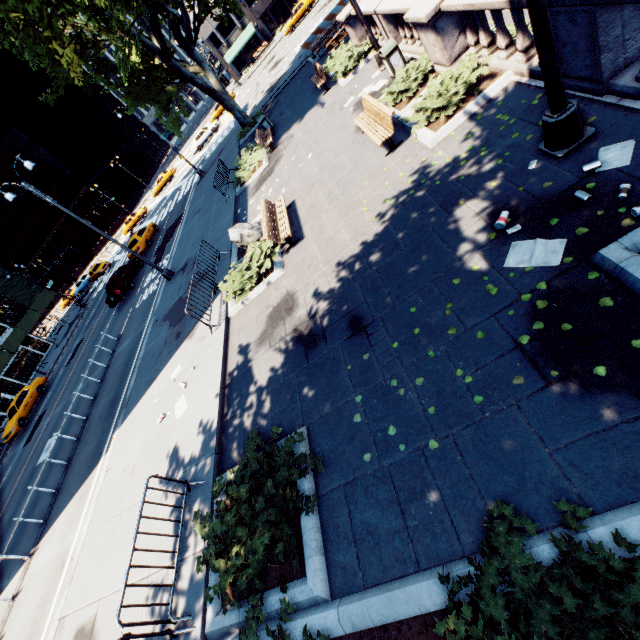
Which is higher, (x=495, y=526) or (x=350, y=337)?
(x=495, y=526)

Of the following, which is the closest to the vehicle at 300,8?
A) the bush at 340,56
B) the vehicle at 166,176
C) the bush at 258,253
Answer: the vehicle at 166,176

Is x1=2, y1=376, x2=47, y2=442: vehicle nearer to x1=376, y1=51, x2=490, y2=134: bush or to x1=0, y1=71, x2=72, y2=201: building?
x1=376, y1=51, x2=490, y2=134: bush

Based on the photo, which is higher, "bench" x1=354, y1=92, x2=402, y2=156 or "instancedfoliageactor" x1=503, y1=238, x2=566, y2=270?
"bench" x1=354, y1=92, x2=402, y2=156

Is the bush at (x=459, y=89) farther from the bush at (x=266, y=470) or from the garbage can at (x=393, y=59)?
the bush at (x=266, y=470)

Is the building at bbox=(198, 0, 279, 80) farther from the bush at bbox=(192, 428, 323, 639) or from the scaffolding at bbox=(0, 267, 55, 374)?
the bush at bbox=(192, 428, 323, 639)

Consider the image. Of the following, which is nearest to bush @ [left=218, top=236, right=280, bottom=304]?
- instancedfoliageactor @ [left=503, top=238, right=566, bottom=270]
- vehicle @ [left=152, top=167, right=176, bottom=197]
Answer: instancedfoliageactor @ [left=503, top=238, right=566, bottom=270]

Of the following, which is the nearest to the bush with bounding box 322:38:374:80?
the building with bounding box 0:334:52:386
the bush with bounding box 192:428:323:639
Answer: the bush with bounding box 192:428:323:639
